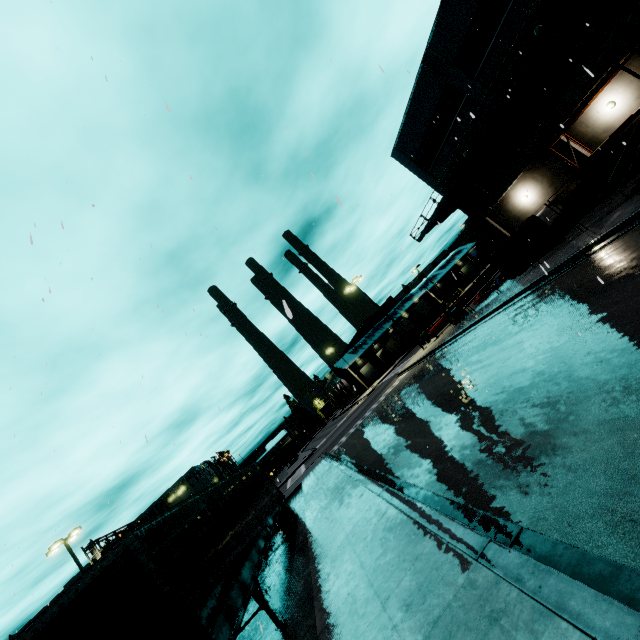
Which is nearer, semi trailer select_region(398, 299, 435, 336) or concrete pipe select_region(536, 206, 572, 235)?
concrete pipe select_region(536, 206, 572, 235)

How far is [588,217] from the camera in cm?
1744

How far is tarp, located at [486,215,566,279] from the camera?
15.7m

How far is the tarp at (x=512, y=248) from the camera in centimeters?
1571cm

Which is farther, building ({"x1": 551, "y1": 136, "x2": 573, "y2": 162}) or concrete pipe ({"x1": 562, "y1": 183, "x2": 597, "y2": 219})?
building ({"x1": 551, "y1": 136, "x2": 573, "y2": 162})

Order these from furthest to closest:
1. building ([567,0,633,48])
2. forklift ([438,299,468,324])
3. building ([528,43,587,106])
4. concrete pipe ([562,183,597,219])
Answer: forklift ([438,299,468,324]) < concrete pipe ([562,183,597,219]) < building ([528,43,587,106]) < building ([567,0,633,48])

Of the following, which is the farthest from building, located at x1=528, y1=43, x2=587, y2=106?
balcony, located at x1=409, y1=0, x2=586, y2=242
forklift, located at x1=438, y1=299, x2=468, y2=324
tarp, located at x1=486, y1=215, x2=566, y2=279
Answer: forklift, located at x1=438, y1=299, x2=468, y2=324

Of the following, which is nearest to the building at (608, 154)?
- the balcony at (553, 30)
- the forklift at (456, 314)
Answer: the balcony at (553, 30)
